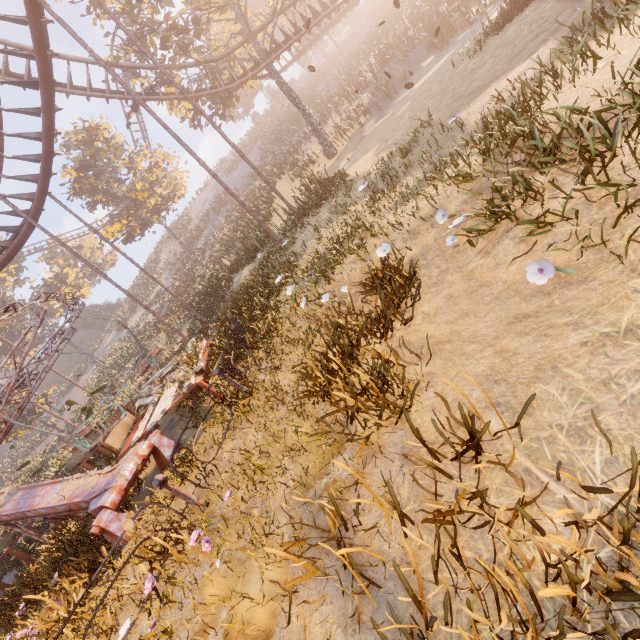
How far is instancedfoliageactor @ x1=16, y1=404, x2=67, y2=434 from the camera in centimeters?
2974cm

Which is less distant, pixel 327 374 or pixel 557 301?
pixel 557 301

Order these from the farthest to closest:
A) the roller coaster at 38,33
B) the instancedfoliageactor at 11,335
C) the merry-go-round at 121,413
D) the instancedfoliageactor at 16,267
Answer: the instancedfoliageactor at 16,267 < the instancedfoliageactor at 11,335 < the roller coaster at 38,33 < the merry-go-round at 121,413

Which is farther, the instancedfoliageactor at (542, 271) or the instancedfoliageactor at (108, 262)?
the instancedfoliageactor at (108, 262)

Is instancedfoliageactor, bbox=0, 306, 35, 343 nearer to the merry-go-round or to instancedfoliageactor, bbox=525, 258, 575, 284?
the merry-go-round

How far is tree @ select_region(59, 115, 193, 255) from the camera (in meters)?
29.14

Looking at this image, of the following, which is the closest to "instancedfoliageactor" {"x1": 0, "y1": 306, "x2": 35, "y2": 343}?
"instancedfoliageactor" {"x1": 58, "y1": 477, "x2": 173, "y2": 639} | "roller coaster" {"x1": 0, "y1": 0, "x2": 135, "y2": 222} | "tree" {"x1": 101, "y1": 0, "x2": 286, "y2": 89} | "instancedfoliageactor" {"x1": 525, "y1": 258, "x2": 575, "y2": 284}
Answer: "roller coaster" {"x1": 0, "y1": 0, "x2": 135, "y2": 222}

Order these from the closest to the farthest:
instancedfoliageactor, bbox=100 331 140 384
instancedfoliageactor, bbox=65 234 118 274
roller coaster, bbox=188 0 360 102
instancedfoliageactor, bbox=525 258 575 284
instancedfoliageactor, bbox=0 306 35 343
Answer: instancedfoliageactor, bbox=525 258 575 284 < roller coaster, bbox=188 0 360 102 < instancedfoliageactor, bbox=100 331 140 384 < instancedfoliageactor, bbox=0 306 35 343 < instancedfoliageactor, bbox=65 234 118 274
